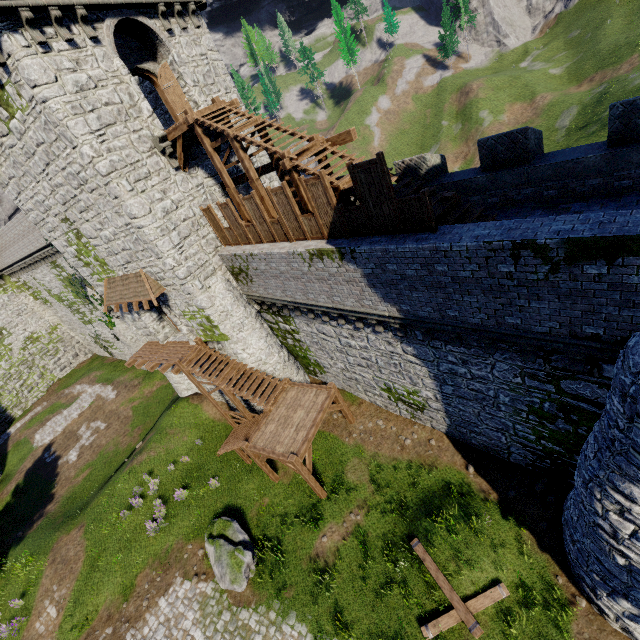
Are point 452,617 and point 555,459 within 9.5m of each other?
yes

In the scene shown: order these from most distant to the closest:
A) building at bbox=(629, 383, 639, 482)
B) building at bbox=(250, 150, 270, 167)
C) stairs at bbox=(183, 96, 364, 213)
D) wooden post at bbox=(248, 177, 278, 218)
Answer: building at bbox=(250, 150, 270, 167), wooden post at bbox=(248, 177, 278, 218), stairs at bbox=(183, 96, 364, 213), building at bbox=(629, 383, 639, 482)

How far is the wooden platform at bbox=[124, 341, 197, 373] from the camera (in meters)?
18.34

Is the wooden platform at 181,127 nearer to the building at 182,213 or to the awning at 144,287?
the building at 182,213

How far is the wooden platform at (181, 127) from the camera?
13.39m

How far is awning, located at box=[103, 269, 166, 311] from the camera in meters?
16.1

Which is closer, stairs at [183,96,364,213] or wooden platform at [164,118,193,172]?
stairs at [183,96,364,213]

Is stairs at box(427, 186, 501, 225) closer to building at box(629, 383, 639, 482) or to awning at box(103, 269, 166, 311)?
building at box(629, 383, 639, 482)
